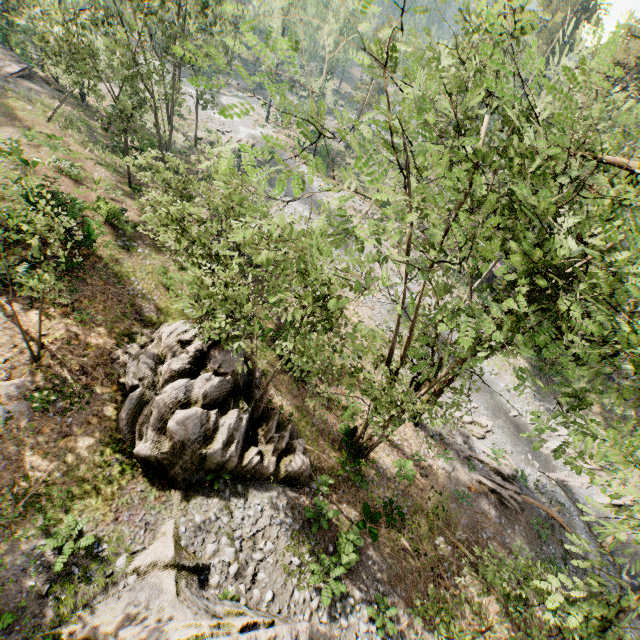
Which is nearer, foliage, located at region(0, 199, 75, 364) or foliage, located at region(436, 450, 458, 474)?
foliage, located at region(0, 199, 75, 364)

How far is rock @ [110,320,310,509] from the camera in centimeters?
1180cm

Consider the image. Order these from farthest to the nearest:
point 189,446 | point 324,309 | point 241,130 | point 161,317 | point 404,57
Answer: point 241,130, point 161,317, point 189,446, point 324,309, point 404,57

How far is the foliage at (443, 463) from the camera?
19.88m

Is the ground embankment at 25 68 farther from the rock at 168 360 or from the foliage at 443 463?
Result: the rock at 168 360

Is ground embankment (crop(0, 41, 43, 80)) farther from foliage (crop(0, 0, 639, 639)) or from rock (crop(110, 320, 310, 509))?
rock (crop(110, 320, 310, 509))
